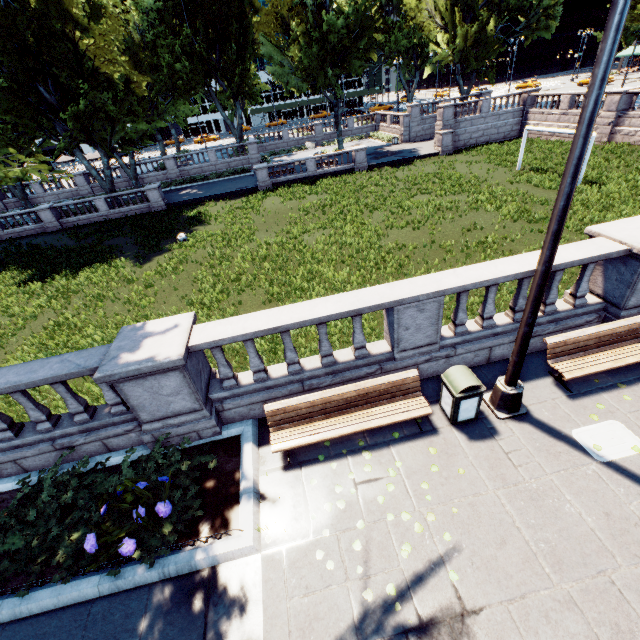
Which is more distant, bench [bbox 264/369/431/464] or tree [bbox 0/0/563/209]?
tree [bbox 0/0/563/209]

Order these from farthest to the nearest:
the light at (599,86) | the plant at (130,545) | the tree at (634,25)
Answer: the tree at (634,25) < the plant at (130,545) < the light at (599,86)

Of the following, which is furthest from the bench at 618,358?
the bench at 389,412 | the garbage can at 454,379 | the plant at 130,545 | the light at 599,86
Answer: the plant at 130,545

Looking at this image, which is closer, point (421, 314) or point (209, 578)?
point (209, 578)

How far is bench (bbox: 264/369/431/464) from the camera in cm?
573

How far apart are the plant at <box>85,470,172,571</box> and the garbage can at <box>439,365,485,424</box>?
5.0 meters

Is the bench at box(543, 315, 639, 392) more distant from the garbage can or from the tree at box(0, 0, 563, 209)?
the tree at box(0, 0, 563, 209)

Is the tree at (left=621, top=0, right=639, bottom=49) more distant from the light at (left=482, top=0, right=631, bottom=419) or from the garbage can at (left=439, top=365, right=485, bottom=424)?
the garbage can at (left=439, top=365, right=485, bottom=424)
